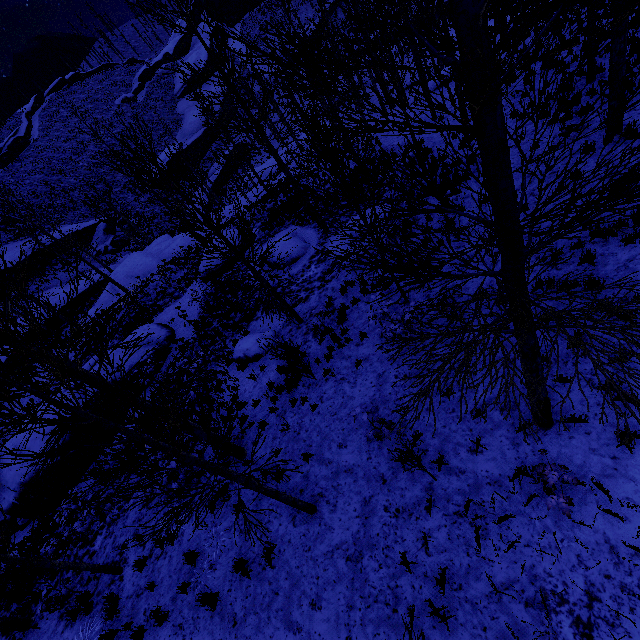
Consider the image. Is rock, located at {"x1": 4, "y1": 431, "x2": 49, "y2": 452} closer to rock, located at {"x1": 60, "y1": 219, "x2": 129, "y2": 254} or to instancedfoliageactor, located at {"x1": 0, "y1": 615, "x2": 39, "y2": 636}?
instancedfoliageactor, located at {"x1": 0, "y1": 615, "x2": 39, "y2": 636}

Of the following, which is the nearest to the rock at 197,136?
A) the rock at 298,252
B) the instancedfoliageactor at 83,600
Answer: the rock at 298,252

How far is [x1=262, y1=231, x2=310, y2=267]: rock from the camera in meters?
15.3

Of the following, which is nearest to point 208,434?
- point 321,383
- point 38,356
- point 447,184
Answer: point 38,356

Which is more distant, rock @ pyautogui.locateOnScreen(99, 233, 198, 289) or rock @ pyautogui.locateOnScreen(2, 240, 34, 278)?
rock @ pyautogui.locateOnScreen(2, 240, 34, 278)

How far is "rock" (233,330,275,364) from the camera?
11.9 meters

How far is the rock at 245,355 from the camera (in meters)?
11.87

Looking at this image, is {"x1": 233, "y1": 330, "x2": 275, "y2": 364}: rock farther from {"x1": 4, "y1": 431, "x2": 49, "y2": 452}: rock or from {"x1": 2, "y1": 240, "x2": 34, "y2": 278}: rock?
{"x1": 2, "y1": 240, "x2": 34, "y2": 278}: rock
